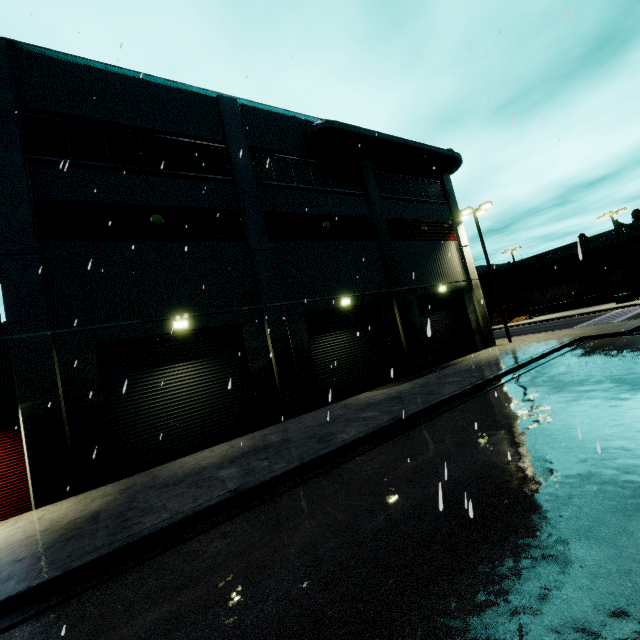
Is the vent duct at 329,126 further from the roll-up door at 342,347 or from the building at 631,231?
the roll-up door at 342,347

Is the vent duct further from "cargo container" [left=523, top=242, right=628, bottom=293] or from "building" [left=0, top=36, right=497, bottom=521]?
"cargo container" [left=523, top=242, right=628, bottom=293]

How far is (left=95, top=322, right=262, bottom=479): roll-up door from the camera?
10.78m

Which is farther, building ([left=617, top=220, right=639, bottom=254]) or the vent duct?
building ([left=617, top=220, right=639, bottom=254])

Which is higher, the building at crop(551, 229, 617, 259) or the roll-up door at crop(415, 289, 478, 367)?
the building at crop(551, 229, 617, 259)

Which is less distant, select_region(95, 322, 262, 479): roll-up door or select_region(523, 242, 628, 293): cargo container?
select_region(95, 322, 262, 479): roll-up door

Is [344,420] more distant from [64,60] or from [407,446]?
[64,60]

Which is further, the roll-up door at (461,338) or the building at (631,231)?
the building at (631,231)
